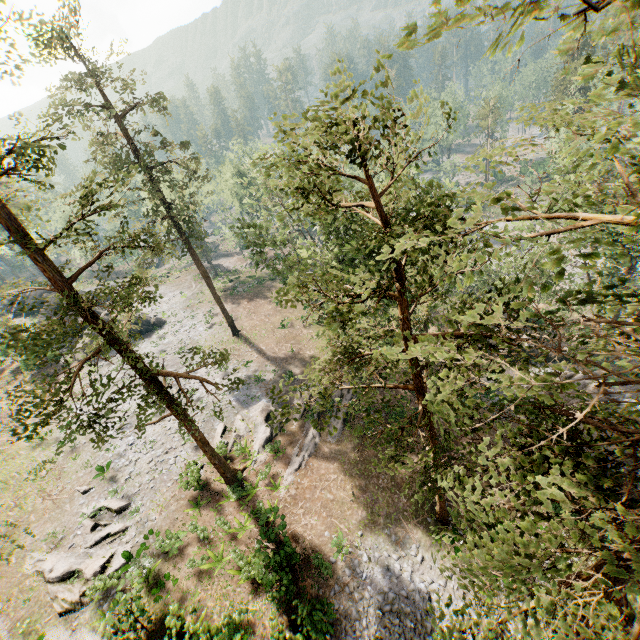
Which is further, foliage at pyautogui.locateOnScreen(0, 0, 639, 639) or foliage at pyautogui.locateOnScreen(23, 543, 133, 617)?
foliage at pyautogui.locateOnScreen(23, 543, 133, 617)

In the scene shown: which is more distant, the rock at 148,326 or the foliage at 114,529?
the rock at 148,326

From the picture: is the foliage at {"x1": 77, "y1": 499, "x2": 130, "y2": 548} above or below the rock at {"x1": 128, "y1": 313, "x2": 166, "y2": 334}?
above

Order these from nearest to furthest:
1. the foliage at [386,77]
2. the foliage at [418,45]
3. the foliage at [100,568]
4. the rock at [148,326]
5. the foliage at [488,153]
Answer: the foliage at [418,45] < the foliage at [488,153] < the foliage at [386,77] < the foliage at [100,568] < the rock at [148,326]

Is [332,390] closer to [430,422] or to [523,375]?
[430,422]

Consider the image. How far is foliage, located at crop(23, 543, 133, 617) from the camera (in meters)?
17.25

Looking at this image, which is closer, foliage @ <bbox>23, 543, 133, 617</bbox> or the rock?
foliage @ <bbox>23, 543, 133, 617</bbox>

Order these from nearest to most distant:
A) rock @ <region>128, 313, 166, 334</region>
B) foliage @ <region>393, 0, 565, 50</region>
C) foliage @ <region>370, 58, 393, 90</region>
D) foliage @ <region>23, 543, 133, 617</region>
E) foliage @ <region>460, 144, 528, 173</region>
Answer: foliage @ <region>393, 0, 565, 50</region>
foliage @ <region>460, 144, 528, 173</region>
foliage @ <region>370, 58, 393, 90</region>
foliage @ <region>23, 543, 133, 617</region>
rock @ <region>128, 313, 166, 334</region>
